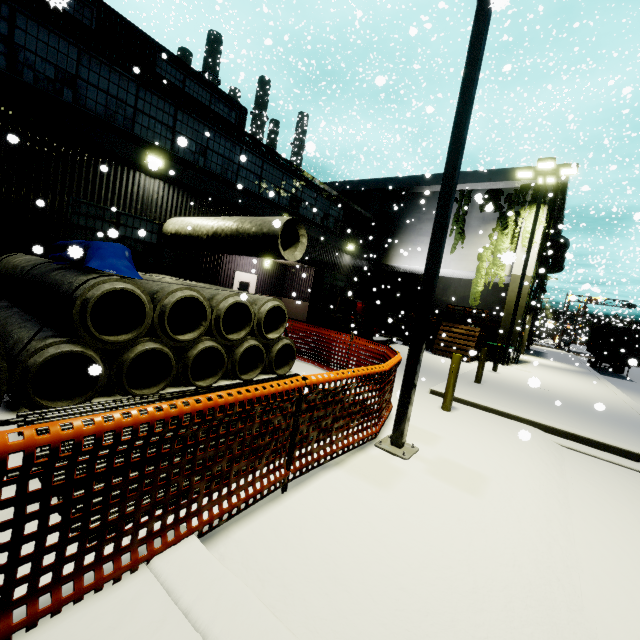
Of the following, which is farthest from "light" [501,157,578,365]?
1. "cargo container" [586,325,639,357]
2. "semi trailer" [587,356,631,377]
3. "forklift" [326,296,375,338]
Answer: "semi trailer" [587,356,631,377]

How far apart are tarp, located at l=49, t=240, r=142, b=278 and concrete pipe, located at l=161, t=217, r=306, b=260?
0.8 meters

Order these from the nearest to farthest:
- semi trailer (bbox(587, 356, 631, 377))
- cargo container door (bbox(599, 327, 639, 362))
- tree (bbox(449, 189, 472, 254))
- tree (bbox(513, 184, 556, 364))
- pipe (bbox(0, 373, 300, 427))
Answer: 1. pipe (bbox(0, 373, 300, 427))
2. tree (bbox(513, 184, 556, 364))
3. tree (bbox(449, 189, 472, 254))
4. cargo container door (bbox(599, 327, 639, 362))
5. semi trailer (bbox(587, 356, 631, 377))

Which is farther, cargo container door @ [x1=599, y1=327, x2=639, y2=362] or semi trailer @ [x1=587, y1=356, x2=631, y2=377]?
semi trailer @ [x1=587, y1=356, x2=631, y2=377]

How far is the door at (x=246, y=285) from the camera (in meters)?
15.94

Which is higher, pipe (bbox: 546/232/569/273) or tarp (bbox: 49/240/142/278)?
pipe (bbox: 546/232/569/273)

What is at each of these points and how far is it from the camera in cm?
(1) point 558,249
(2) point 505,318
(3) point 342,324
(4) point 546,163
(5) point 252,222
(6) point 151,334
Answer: (1) pipe, 2392
(2) building, 1798
(3) forklift, 1752
(4) light, 1472
(5) concrete pipe, 824
(6) concrete pipe stack, 558

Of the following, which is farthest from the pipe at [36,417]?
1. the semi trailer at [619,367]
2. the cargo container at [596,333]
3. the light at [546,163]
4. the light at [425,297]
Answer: the semi trailer at [619,367]
